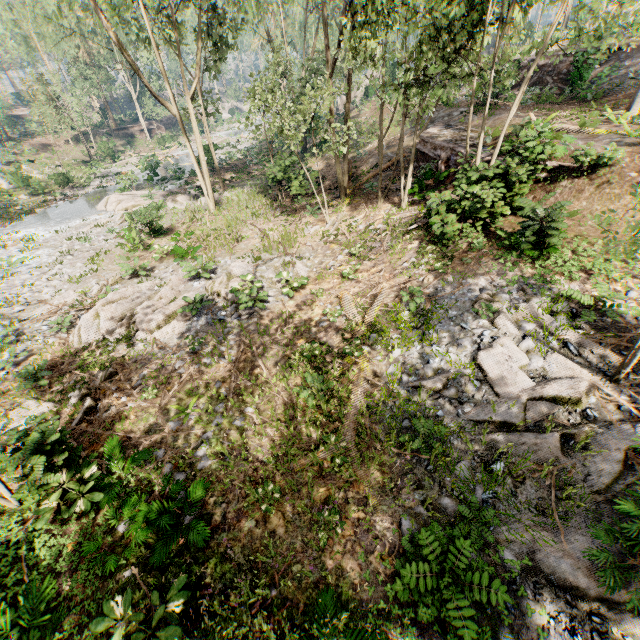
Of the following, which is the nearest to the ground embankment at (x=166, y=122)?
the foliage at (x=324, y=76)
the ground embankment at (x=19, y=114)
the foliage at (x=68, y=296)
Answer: the foliage at (x=324, y=76)

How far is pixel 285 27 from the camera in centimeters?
4878cm

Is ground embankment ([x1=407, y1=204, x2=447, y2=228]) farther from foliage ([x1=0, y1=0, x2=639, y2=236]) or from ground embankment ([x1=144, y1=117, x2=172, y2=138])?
ground embankment ([x1=144, y1=117, x2=172, y2=138])

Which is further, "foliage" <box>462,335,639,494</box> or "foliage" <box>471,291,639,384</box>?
"foliage" <box>471,291,639,384</box>

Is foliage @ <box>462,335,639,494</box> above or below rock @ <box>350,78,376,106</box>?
below

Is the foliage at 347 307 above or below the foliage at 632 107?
below

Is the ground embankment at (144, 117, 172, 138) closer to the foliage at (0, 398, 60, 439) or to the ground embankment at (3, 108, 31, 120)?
the foliage at (0, 398, 60, 439)

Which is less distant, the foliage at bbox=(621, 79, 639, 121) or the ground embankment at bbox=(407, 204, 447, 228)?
the foliage at bbox=(621, 79, 639, 121)
